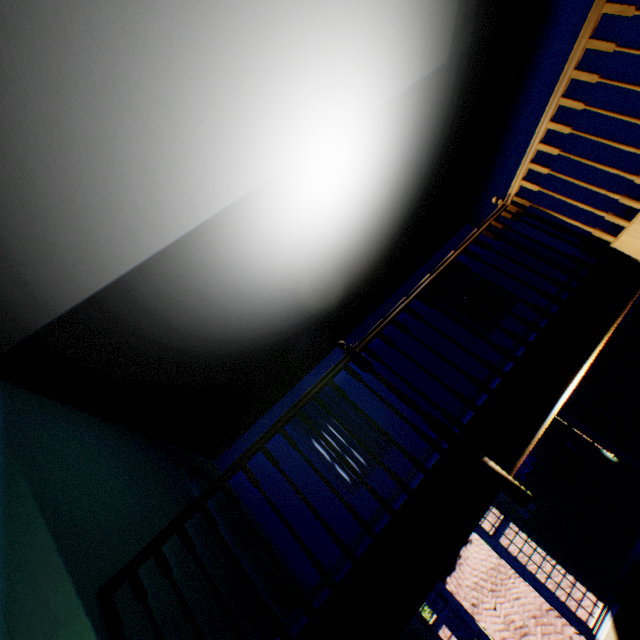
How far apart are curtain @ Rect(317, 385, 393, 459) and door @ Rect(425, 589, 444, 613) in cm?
200

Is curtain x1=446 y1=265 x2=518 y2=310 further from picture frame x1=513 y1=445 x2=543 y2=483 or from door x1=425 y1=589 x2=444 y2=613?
door x1=425 y1=589 x2=444 y2=613

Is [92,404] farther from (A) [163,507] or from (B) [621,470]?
(B) [621,470]

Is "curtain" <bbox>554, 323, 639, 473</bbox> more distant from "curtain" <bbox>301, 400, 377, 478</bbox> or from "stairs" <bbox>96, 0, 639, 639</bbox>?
"curtain" <bbox>301, 400, 377, 478</bbox>

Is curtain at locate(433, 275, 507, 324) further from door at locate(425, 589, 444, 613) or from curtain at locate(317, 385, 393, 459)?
door at locate(425, 589, 444, 613)

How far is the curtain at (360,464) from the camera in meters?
6.6 m

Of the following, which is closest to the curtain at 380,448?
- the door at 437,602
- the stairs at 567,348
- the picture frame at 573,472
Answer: the stairs at 567,348

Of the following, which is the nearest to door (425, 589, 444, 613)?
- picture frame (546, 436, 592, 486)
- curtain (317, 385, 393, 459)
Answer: curtain (317, 385, 393, 459)
